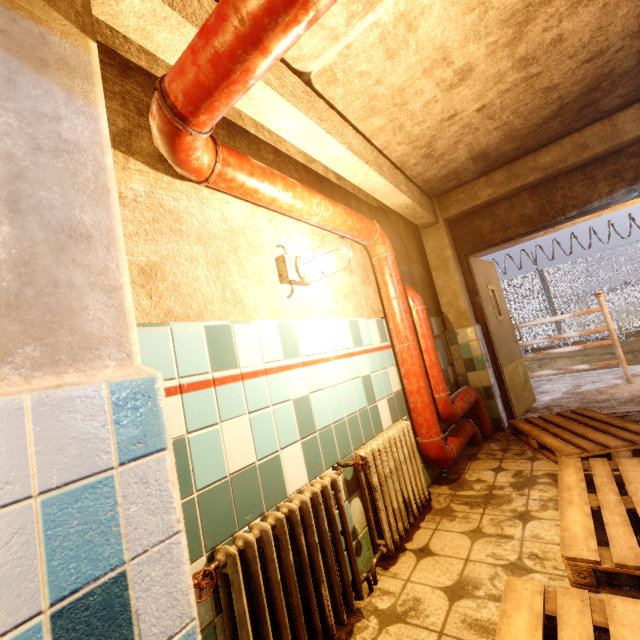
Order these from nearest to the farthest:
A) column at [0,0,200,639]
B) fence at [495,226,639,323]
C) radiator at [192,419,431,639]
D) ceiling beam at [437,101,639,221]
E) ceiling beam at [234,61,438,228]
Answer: column at [0,0,200,639]
radiator at [192,419,431,639]
ceiling beam at [234,61,438,228]
ceiling beam at [437,101,639,221]
fence at [495,226,639,323]

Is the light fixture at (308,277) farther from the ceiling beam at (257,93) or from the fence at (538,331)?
the fence at (538,331)

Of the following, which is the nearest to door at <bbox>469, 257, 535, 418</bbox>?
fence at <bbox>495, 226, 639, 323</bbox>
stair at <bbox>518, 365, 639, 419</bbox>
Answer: stair at <bbox>518, 365, 639, 419</bbox>

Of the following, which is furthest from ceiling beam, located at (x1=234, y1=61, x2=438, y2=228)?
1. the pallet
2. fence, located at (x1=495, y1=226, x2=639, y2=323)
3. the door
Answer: fence, located at (x1=495, y1=226, x2=639, y2=323)

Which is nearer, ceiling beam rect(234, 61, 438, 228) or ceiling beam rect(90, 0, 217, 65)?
ceiling beam rect(90, 0, 217, 65)

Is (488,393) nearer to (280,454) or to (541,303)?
(280,454)

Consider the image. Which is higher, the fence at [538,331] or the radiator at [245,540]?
the fence at [538,331]

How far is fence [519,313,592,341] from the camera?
11.0m
